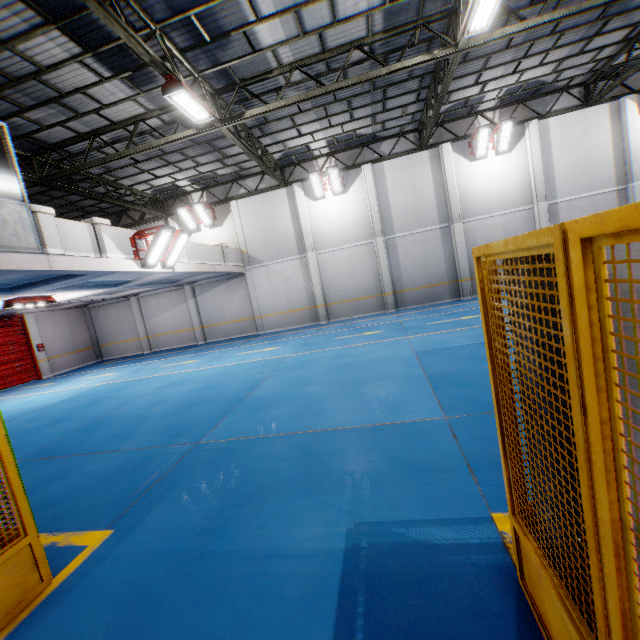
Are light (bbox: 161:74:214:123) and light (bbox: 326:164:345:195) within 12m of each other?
yes

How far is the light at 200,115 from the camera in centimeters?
801cm

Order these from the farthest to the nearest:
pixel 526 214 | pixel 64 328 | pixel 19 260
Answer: pixel 64 328
pixel 526 214
pixel 19 260

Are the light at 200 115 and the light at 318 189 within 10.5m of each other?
yes

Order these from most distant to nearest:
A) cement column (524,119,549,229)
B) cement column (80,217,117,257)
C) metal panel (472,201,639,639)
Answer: cement column (524,119,549,229), cement column (80,217,117,257), metal panel (472,201,639,639)

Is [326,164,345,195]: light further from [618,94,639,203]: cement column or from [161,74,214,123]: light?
[618,94,639,203]: cement column

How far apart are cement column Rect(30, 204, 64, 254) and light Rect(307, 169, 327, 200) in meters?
11.5 m

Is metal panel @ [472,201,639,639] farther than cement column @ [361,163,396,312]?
No
